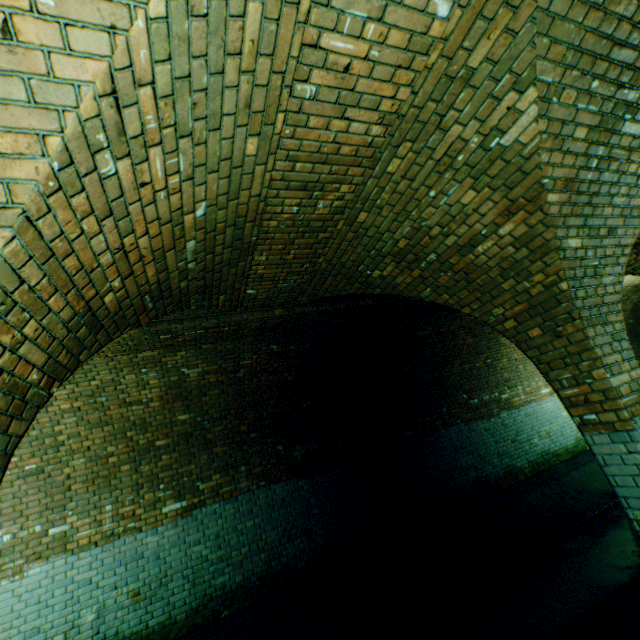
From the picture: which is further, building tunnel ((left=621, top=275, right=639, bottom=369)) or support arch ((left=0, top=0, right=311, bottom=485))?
building tunnel ((left=621, top=275, right=639, bottom=369))

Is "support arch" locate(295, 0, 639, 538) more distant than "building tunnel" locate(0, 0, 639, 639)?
No

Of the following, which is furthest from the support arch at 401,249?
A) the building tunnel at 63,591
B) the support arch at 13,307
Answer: the support arch at 13,307

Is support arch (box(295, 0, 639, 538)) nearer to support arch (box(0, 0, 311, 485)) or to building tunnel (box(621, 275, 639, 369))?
building tunnel (box(621, 275, 639, 369))

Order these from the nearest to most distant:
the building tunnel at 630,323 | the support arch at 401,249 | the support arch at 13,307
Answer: the support arch at 13,307
the support arch at 401,249
the building tunnel at 630,323

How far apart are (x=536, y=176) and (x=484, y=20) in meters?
1.2
